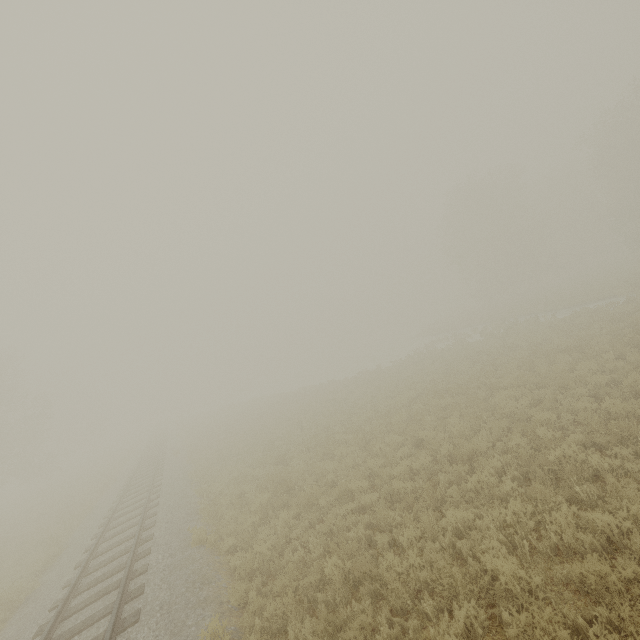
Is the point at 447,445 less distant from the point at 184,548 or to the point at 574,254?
the point at 184,548
